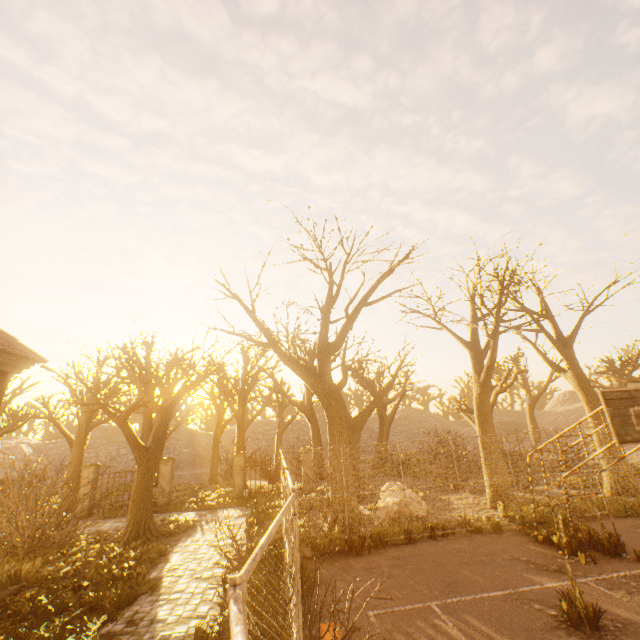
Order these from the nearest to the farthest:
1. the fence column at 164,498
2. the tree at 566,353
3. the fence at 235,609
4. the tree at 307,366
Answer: the fence at 235,609 → the tree at 307,366 → the tree at 566,353 → the fence column at 164,498

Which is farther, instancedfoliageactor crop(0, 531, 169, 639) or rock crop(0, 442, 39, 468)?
rock crop(0, 442, 39, 468)

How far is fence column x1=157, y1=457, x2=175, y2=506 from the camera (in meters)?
17.52

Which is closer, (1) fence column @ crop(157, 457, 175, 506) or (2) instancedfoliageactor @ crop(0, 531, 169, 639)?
(2) instancedfoliageactor @ crop(0, 531, 169, 639)

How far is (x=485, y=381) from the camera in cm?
1398

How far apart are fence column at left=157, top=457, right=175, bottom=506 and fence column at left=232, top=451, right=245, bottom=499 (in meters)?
3.25

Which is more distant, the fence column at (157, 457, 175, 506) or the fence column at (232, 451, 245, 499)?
the fence column at (232, 451, 245, 499)

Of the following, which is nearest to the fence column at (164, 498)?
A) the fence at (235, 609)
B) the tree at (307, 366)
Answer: the tree at (307, 366)
